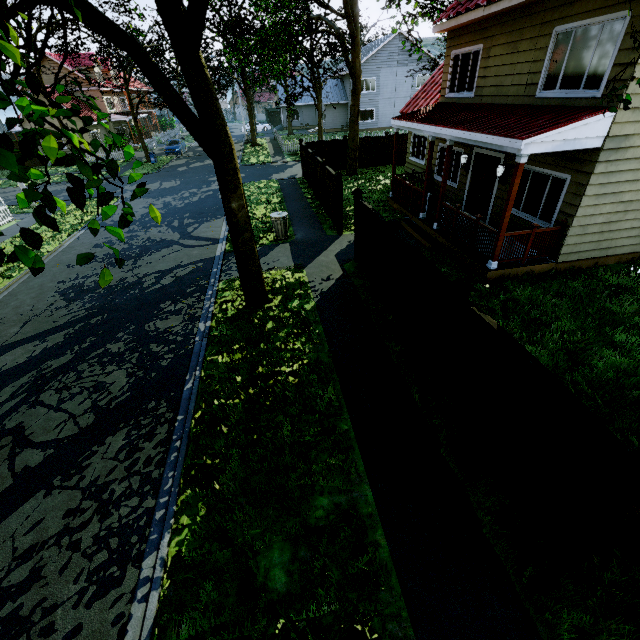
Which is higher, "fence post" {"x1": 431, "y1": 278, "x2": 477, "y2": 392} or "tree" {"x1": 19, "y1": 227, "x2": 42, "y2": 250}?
"tree" {"x1": 19, "y1": 227, "x2": 42, "y2": 250}

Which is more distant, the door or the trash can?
the trash can

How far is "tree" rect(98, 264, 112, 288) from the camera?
2.5 meters

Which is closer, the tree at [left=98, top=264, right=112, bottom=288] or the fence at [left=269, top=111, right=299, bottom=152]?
the tree at [left=98, top=264, right=112, bottom=288]

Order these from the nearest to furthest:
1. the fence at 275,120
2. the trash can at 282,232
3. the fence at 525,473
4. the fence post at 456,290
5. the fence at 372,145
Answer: the fence at 525,473 < the fence post at 456,290 < the trash can at 282,232 < the fence at 372,145 < the fence at 275,120

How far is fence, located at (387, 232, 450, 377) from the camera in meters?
5.4

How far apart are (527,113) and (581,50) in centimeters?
141cm

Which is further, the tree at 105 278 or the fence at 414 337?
the fence at 414 337
